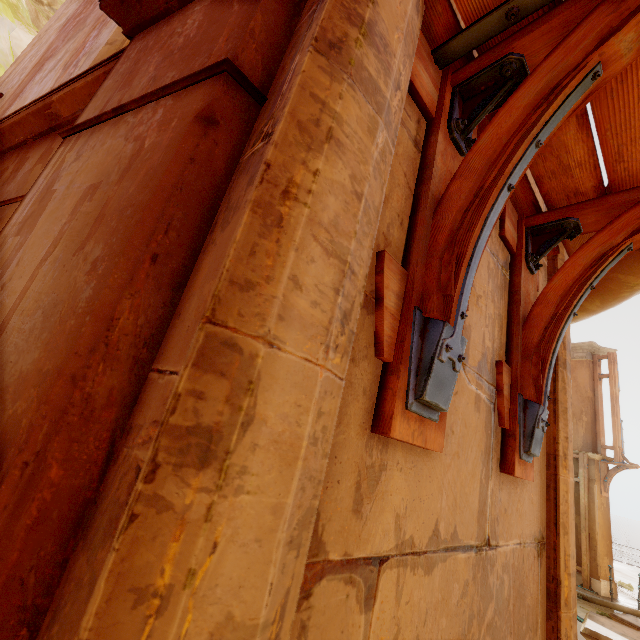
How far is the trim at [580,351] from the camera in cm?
1354

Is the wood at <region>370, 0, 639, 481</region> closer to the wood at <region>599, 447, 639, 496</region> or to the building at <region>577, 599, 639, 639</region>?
the building at <region>577, 599, 639, 639</region>

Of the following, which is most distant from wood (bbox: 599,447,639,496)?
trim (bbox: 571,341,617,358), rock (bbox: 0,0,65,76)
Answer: rock (bbox: 0,0,65,76)

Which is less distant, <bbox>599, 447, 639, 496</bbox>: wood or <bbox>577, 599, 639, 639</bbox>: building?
<bbox>577, 599, 639, 639</bbox>: building

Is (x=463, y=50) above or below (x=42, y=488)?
above

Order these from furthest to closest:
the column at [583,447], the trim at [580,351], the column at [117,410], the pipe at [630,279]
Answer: the trim at [580,351] → the column at [583,447] → the pipe at [630,279] → the column at [117,410]

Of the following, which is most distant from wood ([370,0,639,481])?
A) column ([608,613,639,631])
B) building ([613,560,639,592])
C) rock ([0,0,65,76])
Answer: rock ([0,0,65,76])
